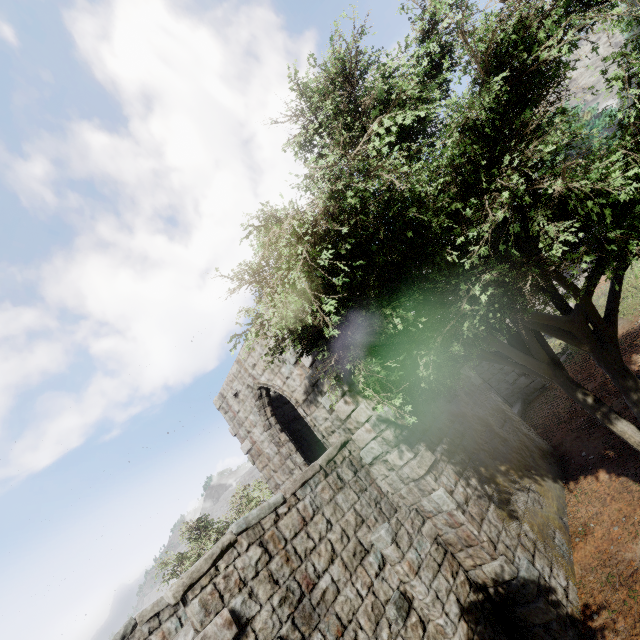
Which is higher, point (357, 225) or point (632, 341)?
point (357, 225)
